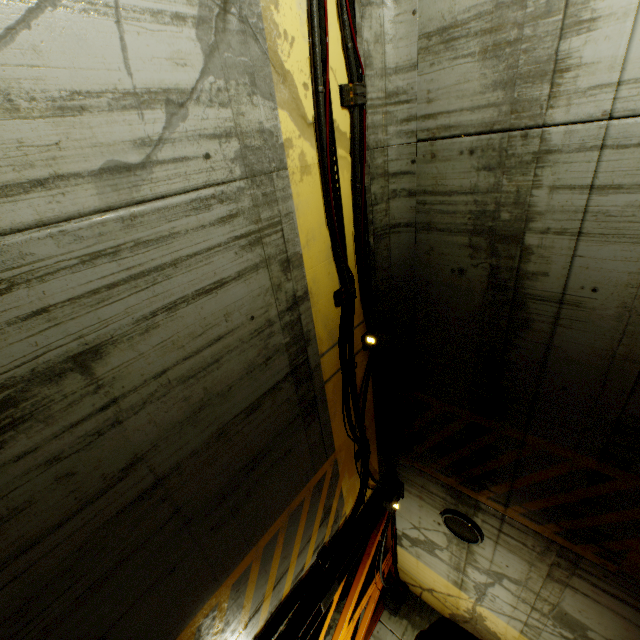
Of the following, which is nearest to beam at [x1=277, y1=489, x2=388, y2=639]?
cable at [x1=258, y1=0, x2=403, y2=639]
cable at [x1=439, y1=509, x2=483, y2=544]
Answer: cable at [x1=258, y1=0, x2=403, y2=639]

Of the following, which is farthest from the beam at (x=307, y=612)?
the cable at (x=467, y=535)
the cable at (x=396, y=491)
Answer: the cable at (x=467, y=535)

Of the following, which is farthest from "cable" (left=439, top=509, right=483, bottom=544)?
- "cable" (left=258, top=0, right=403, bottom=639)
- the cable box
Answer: the cable box

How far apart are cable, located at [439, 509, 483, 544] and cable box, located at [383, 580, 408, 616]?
4.3m

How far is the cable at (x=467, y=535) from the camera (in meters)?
6.32

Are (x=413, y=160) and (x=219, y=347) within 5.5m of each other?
yes
